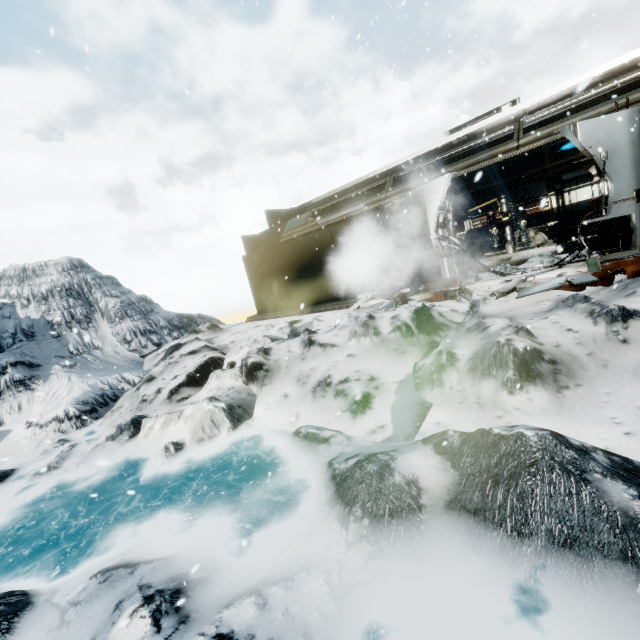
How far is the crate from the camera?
12.57m

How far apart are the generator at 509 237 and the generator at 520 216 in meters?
0.1

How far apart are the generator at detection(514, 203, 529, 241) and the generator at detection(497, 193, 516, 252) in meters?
0.1 m

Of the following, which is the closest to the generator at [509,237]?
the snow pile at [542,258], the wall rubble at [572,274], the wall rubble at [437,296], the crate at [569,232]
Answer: the crate at [569,232]

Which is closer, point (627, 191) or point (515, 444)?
point (515, 444)

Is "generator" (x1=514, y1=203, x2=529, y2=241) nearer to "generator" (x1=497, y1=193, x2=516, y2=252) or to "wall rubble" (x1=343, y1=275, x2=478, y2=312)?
"generator" (x1=497, y1=193, x2=516, y2=252)

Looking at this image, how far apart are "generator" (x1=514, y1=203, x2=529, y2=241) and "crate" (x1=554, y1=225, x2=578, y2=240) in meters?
0.8

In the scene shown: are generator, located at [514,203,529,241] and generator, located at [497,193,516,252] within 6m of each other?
yes
